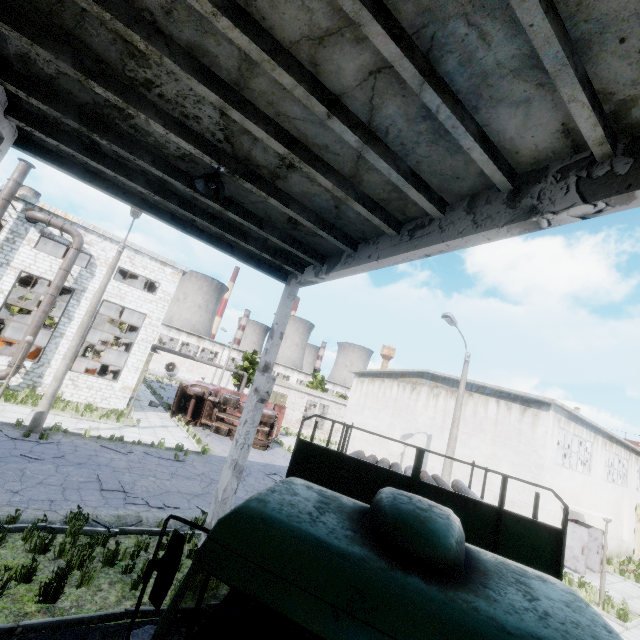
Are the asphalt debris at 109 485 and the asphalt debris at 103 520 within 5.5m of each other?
yes

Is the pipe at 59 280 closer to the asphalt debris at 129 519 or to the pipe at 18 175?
the pipe at 18 175

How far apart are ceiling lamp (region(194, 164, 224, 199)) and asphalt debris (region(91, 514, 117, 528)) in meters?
8.6

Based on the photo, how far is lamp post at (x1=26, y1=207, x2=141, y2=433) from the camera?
13.39m

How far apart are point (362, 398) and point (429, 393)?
7.0m

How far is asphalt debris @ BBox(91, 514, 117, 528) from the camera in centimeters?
822cm

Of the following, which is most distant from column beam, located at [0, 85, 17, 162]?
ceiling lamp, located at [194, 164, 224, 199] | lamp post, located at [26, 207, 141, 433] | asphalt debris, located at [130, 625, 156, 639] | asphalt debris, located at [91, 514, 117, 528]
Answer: lamp post, located at [26, 207, 141, 433]

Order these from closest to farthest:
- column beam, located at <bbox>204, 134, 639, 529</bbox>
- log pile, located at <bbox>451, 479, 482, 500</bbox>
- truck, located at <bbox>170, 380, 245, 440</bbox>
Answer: column beam, located at <bbox>204, 134, 639, 529</bbox> → log pile, located at <bbox>451, 479, 482, 500</bbox> → truck, located at <bbox>170, 380, 245, 440</bbox>
